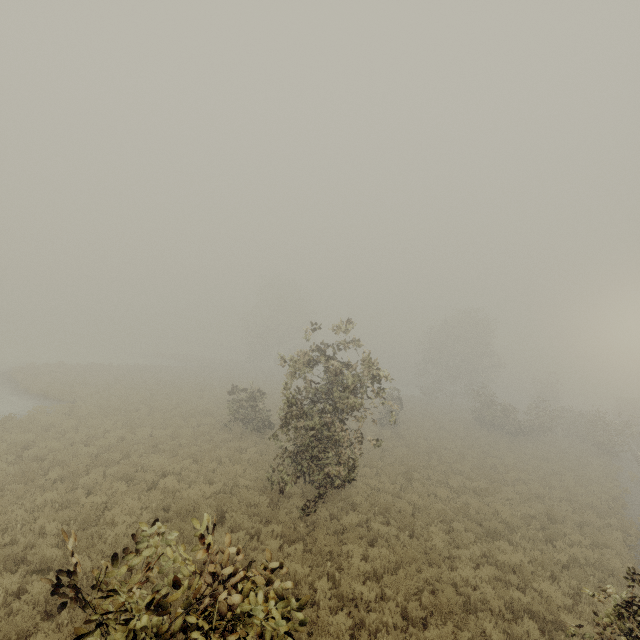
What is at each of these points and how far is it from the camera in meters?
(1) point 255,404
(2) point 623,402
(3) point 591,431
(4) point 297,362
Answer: (1) tree, 19.1 m
(2) boxcar, 46.8 m
(3) tree, 29.0 m
(4) tree, 10.6 m

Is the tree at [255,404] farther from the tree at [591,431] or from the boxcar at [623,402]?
the boxcar at [623,402]

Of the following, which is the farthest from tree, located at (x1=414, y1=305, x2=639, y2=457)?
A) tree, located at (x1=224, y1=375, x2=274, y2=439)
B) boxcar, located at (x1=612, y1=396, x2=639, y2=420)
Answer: boxcar, located at (x1=612, y1=396, x2=639, y2=420)

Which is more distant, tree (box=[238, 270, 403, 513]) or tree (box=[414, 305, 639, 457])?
tree (box=[414, 305, 639, 457])

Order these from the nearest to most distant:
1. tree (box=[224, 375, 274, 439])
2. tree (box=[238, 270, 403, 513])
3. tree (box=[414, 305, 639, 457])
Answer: tree (box=[238, 270, 403, 513])
tree (box=[224, 375, 274, 439])
tree (box=[414, 305, 639, 457])

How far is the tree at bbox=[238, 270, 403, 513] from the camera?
10.5m
